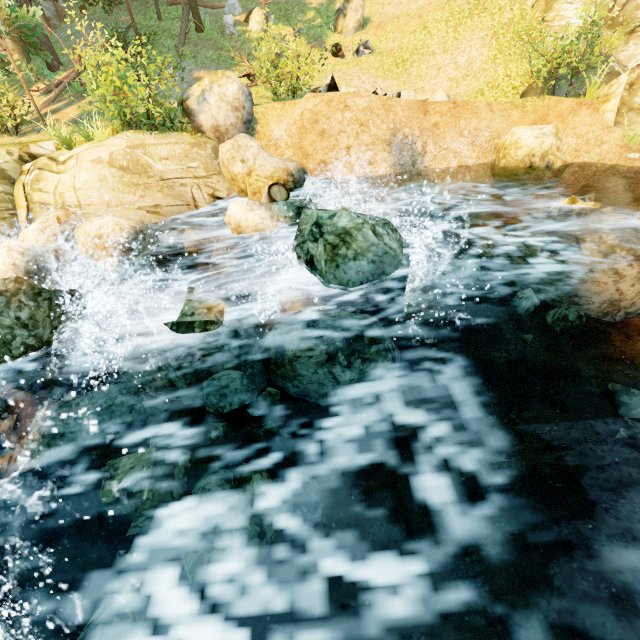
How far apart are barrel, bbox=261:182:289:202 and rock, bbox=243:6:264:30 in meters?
14.3

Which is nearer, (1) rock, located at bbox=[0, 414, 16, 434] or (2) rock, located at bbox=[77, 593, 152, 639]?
(2) rock, located at bbox=[77, 593, 152, 639]

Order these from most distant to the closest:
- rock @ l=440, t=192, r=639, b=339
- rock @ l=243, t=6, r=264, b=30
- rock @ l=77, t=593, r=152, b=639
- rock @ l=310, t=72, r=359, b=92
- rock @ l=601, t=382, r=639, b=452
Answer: rock @ l=243, t=6, r=264, b=30 < rock @ l=310, t=72, r=359, b=92 < rock @ l=440, t=192, r=639, b=339 < rock @ l=601, t=382, r=639, b=452 < rock @ l=77, t=593, r=152, b=639

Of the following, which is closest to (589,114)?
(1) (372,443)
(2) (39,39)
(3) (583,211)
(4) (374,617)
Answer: (3) (583,211)

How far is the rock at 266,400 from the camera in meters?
5.3

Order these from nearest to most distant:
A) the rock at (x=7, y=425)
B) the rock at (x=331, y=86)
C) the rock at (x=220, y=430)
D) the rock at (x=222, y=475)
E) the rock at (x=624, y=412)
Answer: the rock at (x=222, y=475), the rock at (x=624, y=412), the rock at (x=220, y=430), the rock at (x=7, y=425), the rock at (x=331, y=86)

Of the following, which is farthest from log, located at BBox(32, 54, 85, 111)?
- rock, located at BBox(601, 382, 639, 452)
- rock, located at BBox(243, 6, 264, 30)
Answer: rock, located at BBox(601, 382, 639, 452)

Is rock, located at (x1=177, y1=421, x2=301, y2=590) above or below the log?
below
